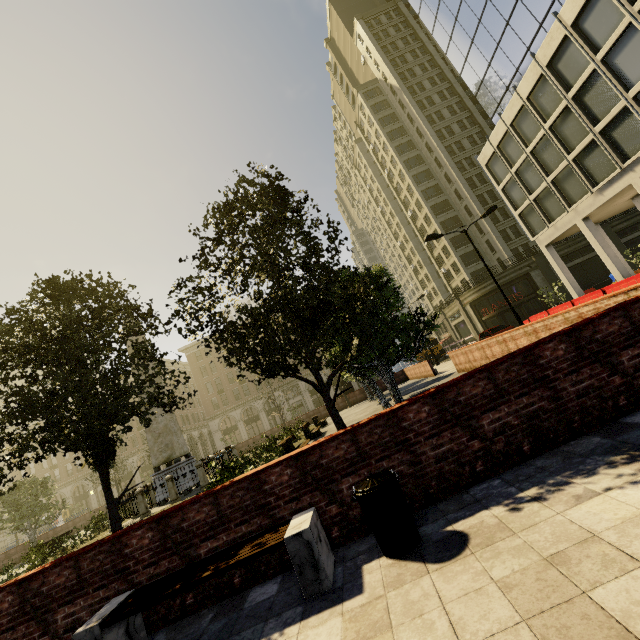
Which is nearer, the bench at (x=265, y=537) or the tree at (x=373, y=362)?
the bench at (x=265, y=537)

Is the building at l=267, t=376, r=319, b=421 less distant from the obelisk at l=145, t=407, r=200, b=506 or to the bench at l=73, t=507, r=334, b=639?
the obelisk at l=145, t=407, r=200, b=506

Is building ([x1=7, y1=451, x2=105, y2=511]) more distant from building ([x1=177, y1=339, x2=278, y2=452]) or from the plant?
the plant

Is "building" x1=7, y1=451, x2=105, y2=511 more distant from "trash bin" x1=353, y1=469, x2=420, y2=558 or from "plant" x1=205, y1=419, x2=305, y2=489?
"trash bin" x1=353, y1=469, x2=420, y2=558

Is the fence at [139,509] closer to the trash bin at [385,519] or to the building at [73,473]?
the trash bin at [385,519]

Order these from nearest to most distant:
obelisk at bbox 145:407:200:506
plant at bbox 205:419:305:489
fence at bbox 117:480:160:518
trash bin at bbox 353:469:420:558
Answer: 1. trash bin at bbox 353:469:420:558
2. plant at bbox 205:419:305:489
3. fence at bbox 117:480:160:518
4. obelisk at bbox 145:407:200:506

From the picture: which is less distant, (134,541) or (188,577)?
(188,577)

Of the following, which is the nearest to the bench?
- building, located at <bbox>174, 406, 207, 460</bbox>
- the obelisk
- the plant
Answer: the plant
